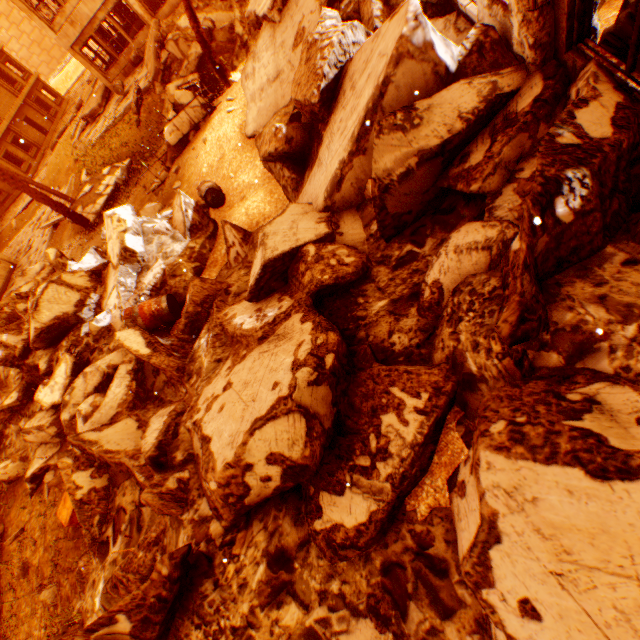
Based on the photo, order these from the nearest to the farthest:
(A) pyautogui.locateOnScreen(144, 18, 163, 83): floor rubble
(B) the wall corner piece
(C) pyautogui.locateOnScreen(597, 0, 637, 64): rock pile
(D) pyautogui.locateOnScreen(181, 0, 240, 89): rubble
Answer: (C) pyautogui.locateOnScreen(597, 0, 637, 64): rock pile
(D) pyautogui.locateOnScreen(181, 0, 240, 89): rubble
(A) pyautogui.locateOnScreen(144, 18, 163, 83): floor rubble
(B) the wall corner piece

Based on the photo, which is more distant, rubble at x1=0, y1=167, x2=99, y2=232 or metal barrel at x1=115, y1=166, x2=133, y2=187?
metal barrel at x1=115, y1=166, x2=133, y2=187

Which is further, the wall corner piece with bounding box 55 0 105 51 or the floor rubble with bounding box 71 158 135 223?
the wall corner piece with bounding box 55 0 105 51

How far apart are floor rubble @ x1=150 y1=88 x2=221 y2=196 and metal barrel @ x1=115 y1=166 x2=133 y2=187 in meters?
3.1

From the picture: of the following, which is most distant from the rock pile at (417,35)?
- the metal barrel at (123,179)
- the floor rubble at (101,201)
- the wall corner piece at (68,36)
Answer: the wall corner piece at (68,36)

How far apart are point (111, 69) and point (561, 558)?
29.3m

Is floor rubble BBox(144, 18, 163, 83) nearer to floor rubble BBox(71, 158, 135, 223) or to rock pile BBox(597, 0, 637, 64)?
rock pile BBox(597, 0, 637, 64)

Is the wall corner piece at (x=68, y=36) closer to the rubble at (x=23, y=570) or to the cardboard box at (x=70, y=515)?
the rubble at (x=23, y=570)
